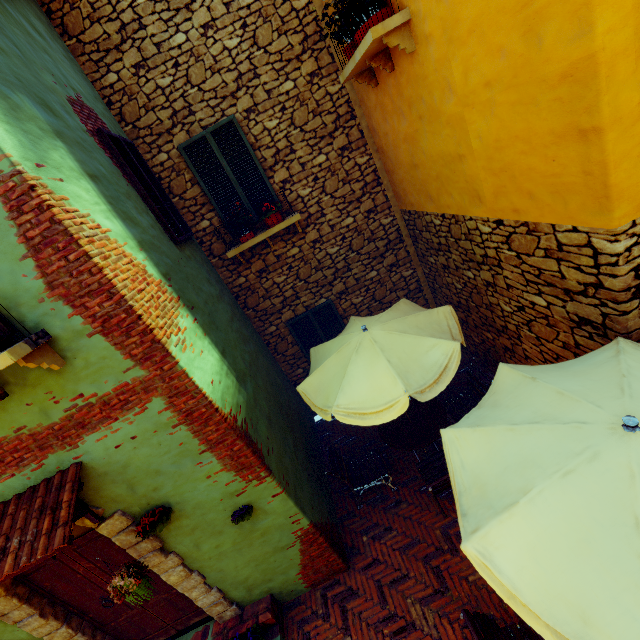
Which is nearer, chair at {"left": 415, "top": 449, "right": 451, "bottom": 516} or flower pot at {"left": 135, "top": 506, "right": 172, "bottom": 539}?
flower pot at {"left": 135, "top": 506, "right": 172, "bottom": 539}

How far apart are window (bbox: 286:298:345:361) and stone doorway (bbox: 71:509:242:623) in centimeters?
413cm

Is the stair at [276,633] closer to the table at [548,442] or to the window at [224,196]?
the table at [548,442]

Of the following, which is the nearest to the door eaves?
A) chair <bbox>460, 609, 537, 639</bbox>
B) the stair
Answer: the stair

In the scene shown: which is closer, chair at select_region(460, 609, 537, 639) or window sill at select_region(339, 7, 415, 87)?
chair at select_region(460, 609, 537, 639)

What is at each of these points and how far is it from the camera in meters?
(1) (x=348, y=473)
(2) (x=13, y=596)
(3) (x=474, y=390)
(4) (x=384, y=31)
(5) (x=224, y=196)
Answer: (1) chair, 5.5 m
(2) stone doorway, 3.9 m
(3) chair, 5.8 m
(4) window sill, 3.5 m
(5) window, 5.9 m

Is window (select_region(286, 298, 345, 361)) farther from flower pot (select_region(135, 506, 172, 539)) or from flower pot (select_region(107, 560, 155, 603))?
flower pot (select_region(107, 560, 155, 603))

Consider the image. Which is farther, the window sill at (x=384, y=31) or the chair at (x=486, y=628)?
the window sill at (x=384, y=31)
